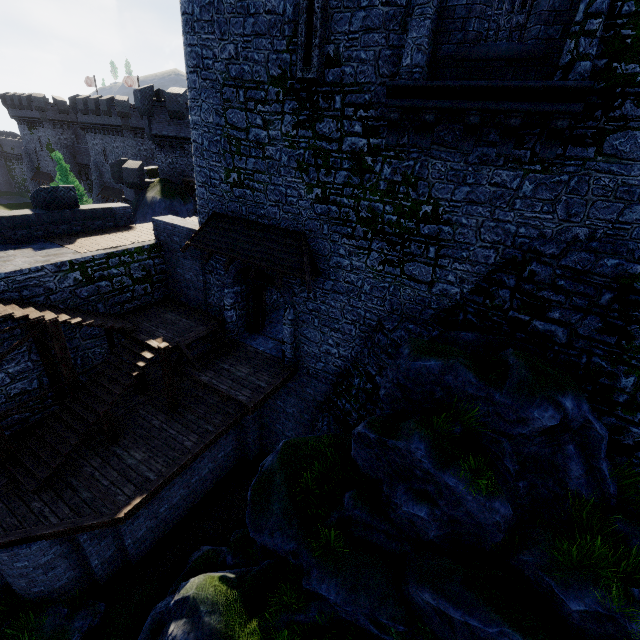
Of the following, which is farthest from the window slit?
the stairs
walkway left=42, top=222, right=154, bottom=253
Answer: the stairs

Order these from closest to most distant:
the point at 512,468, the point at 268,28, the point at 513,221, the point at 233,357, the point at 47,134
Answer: the point at 512,468, the point at 513,221, the point at 268,28, the point at 233,357, the point at 47,134

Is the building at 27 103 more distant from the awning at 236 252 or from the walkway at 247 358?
the walkway at 247 358

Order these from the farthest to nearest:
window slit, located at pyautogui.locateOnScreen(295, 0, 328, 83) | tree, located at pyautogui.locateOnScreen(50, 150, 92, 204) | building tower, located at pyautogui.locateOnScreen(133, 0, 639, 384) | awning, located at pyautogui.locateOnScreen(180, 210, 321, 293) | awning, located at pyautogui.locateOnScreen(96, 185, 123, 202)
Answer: awning, located at pyautogui.locateOnScreen(96, 185, 123, 202)
tree, located at pyautogui.locateOnScreen(50, 150, 92, 204)
awning, located at pyautogui.locateOnScreen(180, 210, 321, 293)
window slit, located at pyautogui.locateOnScreen(295, 0, 328, 83)
building tower, located at pyautogui.locateOnScreen(133, 0, 639, 384)

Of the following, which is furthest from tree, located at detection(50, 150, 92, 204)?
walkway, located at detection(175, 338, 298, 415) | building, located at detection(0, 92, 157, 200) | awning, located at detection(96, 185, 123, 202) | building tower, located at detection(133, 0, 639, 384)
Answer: walkway, located at detection(175, 338, 298, 415)

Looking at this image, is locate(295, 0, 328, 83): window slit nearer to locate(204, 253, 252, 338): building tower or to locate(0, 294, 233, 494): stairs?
locate(204, 253, 252, 338): building tower

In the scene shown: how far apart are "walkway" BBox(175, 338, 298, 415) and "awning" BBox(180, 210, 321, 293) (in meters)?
3.64

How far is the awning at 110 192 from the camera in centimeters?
4498cm
